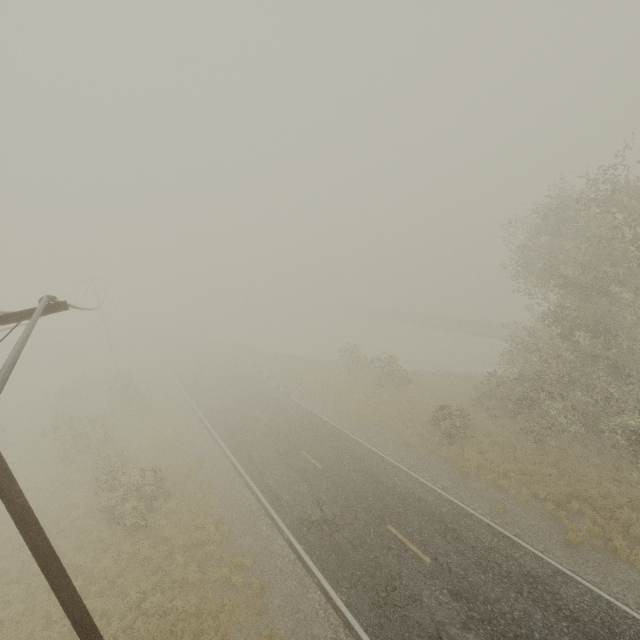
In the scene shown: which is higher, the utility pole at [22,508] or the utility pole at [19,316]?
the utility pole at [19,316]

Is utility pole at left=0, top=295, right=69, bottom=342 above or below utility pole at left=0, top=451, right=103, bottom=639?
above

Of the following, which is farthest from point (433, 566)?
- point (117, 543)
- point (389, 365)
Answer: point (389, 365)
